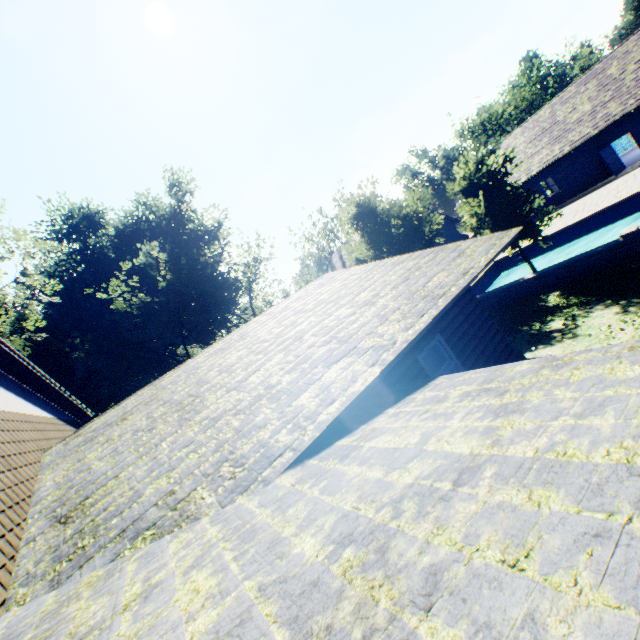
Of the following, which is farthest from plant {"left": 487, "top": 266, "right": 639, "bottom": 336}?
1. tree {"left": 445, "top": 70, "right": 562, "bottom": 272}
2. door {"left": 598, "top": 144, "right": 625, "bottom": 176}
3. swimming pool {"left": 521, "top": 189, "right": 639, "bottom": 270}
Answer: door {"left": 598, "top": 144, "right": 625, "bottom": 176}

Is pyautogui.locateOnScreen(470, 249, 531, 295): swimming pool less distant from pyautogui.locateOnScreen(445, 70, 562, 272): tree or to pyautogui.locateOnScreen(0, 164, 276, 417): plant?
pyautogui.locateOnScreen(445, 70, 562, 272): tree

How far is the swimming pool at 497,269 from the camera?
22.2 meters

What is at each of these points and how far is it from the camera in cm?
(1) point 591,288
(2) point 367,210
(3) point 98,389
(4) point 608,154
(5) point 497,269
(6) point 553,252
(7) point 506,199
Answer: (1) plant, 1055
(2) tree, 1811
(3) plant, 3588
(4) door, 2362
(5) swimming pool, 2386
(6) swimming pool, 2098
(7) tree, 1238

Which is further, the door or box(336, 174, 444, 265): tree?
the door

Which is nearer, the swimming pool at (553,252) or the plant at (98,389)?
the swimming pool at (553,252)

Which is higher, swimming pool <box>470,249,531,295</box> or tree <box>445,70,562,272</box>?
tree <box>445,70,562,272</box>

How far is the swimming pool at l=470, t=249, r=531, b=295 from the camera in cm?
2222
